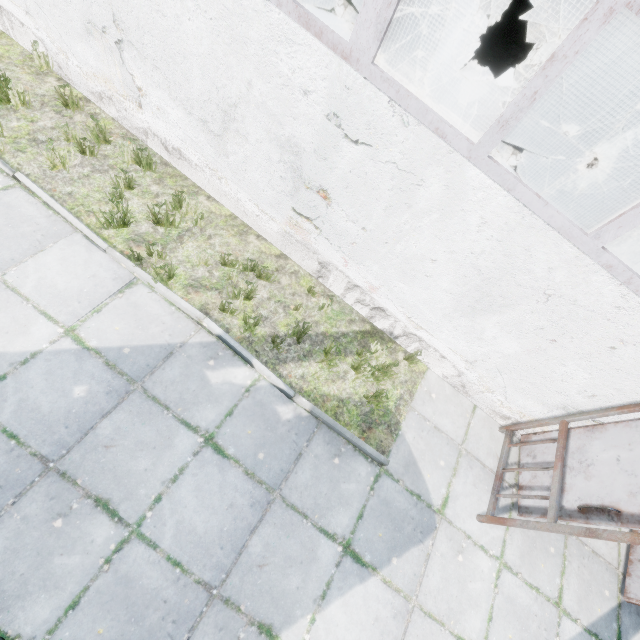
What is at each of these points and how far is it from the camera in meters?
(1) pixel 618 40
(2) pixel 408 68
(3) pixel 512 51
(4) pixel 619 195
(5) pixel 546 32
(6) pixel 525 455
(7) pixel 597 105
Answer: (1) boiler box, 7.1
(2) boiler tank, 8.6
(3) concrete debris, 13.7
(4) boiler box, 10.0
(5) pipe, 13.2
(6) door, 4.8
(7) fan motor, 7.7

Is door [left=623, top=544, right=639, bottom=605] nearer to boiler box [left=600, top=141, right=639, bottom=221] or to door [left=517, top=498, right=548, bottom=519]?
door [left=517, top=498, right=548, bottom=519]

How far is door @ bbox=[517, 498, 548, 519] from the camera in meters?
4.2 m

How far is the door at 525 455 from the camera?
4.5 meters

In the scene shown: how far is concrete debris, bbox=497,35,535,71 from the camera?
13.61m

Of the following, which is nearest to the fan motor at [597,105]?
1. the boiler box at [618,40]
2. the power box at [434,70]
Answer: the boiler box at [618,40]

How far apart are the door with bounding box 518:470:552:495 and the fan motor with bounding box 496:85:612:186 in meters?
6.7 m
